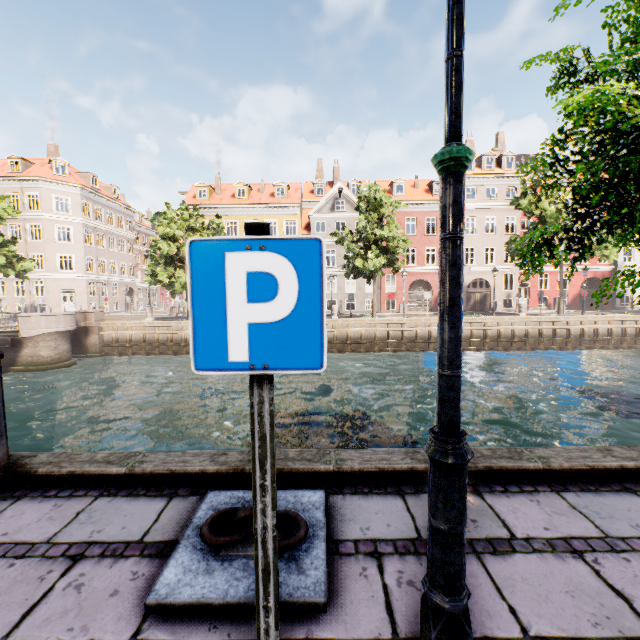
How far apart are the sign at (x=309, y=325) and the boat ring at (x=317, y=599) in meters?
1.5 m

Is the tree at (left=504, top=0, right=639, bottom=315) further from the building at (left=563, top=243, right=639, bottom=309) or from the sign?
the building at (left=563, top=243, right=639, bottom=309)

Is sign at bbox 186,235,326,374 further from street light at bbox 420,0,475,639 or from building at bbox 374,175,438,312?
building at bbox 374,175,438,312

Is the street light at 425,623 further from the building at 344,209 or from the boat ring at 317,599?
the building at 344,209

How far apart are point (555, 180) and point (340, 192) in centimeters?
3087cm

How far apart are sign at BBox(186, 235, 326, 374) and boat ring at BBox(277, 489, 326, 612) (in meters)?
1.46

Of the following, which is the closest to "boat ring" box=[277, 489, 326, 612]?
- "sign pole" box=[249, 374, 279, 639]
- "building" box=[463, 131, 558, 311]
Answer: "sign pole" box=[249, 374, 279, 639]

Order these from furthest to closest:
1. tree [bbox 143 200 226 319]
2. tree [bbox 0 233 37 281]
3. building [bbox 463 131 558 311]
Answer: building [bbox 463 131 558 311] → tree [bbox 0 233 37 281] → tree [bbox 143 200 226 319]
